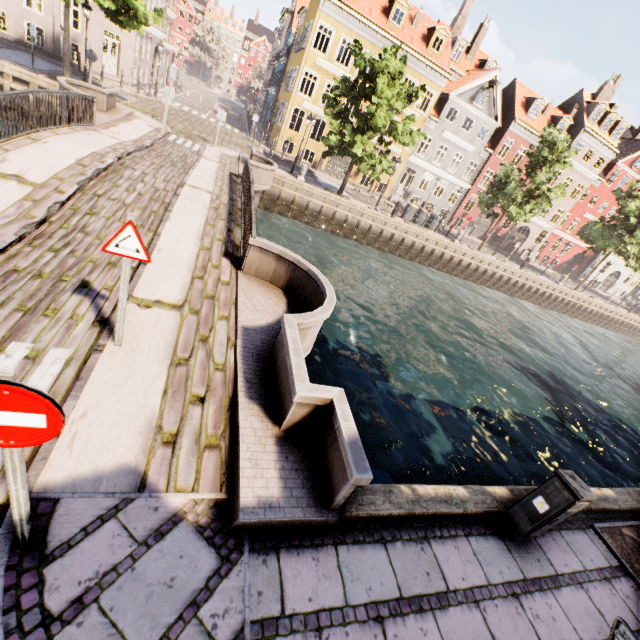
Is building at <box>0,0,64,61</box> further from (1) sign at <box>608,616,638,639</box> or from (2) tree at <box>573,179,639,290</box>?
(1) sign at <box>608,616,638,639</box>

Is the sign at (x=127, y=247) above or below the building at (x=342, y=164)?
above

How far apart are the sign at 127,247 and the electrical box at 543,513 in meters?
5.8

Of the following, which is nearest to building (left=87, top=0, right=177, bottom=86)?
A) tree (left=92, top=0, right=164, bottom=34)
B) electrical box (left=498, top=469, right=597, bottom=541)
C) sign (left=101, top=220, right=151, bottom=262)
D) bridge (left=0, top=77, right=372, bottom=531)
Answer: tree (left=92, top=0, right=164, bottom=34)

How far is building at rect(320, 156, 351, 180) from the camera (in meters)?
29.66

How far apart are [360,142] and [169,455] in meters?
20.0 m

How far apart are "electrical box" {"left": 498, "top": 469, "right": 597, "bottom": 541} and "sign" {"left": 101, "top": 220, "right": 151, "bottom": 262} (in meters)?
5.85

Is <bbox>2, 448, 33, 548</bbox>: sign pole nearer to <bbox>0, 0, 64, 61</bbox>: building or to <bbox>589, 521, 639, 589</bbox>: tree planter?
<bbox>589, 521, 639, 589</bbox>: tree planter
